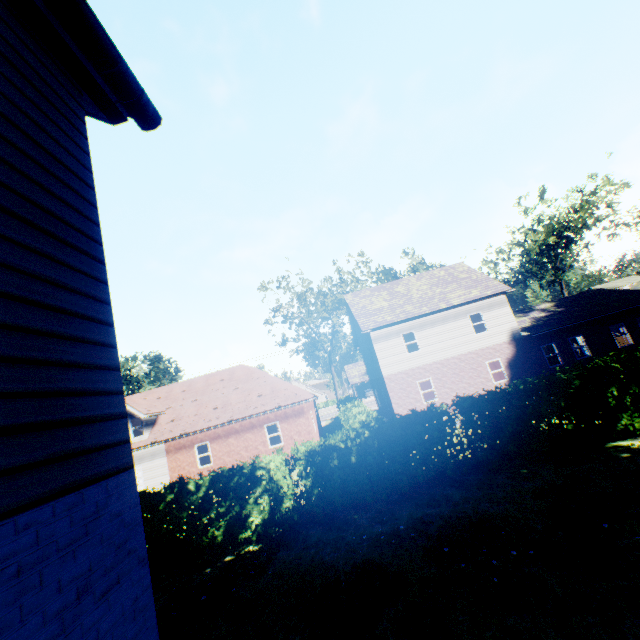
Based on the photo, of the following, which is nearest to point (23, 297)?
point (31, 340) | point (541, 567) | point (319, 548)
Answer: point (31, 340)

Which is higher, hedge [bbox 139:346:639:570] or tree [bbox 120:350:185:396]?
tree [bbox 120:350:185:396]

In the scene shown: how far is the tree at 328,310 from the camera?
36.1m

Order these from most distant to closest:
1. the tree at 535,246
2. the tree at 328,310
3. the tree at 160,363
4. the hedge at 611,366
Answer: the tree at 328,310
the tree at 160,363
the tree at 535,246
the hedge at 611,366

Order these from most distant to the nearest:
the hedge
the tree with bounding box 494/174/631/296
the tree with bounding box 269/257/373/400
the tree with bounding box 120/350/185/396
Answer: the tree with bounding box 269/257/373/400 → the tree with bounding box 120/350/185/396 → the tree with bounding box 494/174/631/296 → the hedge

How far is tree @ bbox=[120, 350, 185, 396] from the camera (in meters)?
35.53
